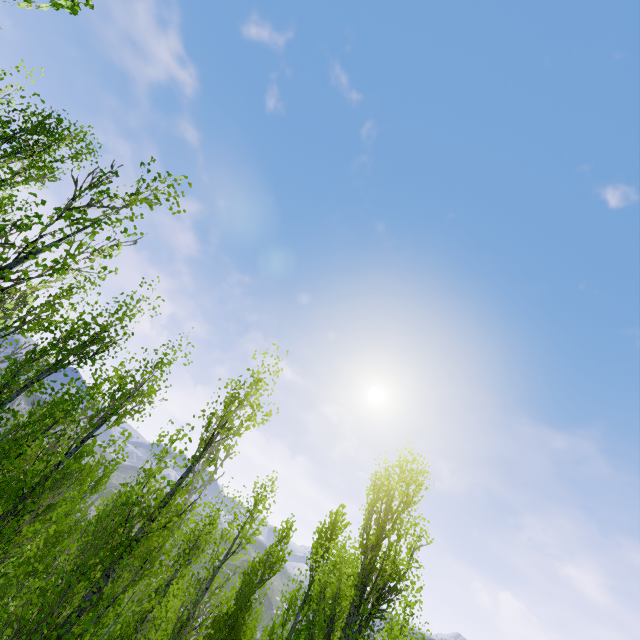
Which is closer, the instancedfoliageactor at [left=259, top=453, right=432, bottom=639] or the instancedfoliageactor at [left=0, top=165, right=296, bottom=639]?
the instancedfoliageactor at [left=0, top=165, right=296, bottom=639]

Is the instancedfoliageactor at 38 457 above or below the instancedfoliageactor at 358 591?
below

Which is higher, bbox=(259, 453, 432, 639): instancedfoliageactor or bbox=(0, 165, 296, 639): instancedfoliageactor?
bbox=(259, 453, 432, 639): instancedfoliageactor

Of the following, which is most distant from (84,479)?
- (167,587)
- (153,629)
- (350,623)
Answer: (350,623)

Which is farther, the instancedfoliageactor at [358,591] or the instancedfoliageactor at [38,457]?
the instancedfoliageactor at [358,591]
